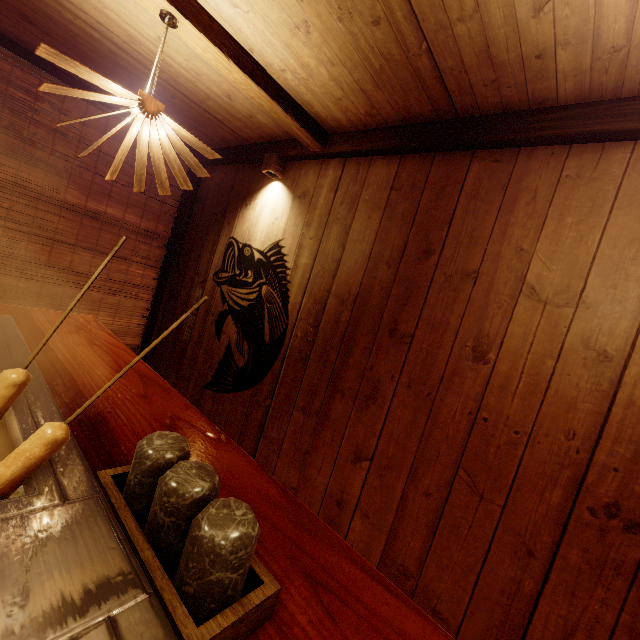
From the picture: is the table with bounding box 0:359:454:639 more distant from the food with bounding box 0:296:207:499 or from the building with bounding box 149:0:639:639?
the building with bounding box 149:0:639:639

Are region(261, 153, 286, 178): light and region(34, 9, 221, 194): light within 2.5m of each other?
yes

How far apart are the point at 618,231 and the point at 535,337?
0.99m

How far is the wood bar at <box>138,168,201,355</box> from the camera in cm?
660

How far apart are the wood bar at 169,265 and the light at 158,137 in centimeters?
348cm

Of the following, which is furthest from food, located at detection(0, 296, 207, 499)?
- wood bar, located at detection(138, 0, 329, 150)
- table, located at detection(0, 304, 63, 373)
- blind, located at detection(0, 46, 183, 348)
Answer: blind, located at detection(0, 46, 183, 348)

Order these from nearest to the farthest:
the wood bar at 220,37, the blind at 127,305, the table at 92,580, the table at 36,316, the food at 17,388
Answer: the table at 92,580
the food at 17,388
the table at 36,316
the wood bar at 220,37
the blind at 127,305

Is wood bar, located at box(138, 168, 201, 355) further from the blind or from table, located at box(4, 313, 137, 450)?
table, located at box(4, 313, 137, 450)
